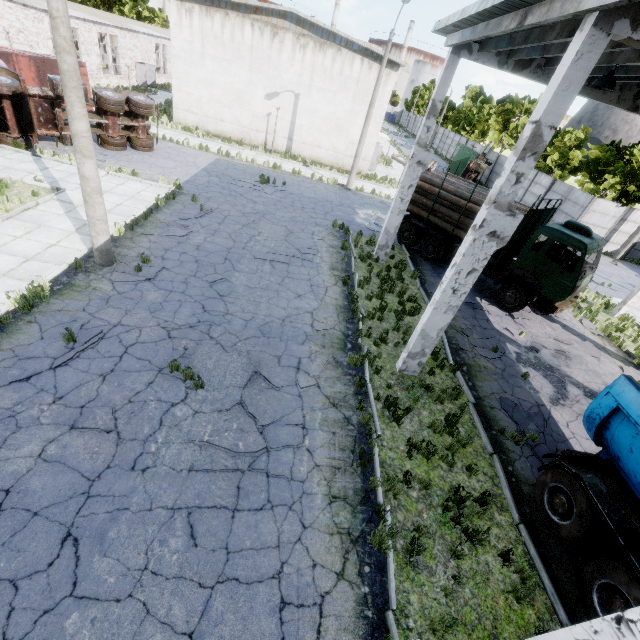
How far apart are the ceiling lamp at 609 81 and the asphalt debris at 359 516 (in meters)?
10.88

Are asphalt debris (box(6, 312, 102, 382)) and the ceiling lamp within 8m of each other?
no

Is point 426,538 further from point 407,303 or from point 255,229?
point 255,229

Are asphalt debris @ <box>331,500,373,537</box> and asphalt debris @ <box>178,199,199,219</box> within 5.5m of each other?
no

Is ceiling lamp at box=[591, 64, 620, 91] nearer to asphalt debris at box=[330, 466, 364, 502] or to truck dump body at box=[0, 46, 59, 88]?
asphalt debris at box=[330, 466, 364, 502]

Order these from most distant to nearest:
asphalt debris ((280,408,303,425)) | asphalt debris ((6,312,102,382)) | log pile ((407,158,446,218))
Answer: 1. log pile ((407,158,446,218))
2. asphalt debris ((280,408,303,425))
3. asphalt debris ((6,312,102,382))

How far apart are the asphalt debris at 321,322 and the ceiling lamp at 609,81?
8.6m

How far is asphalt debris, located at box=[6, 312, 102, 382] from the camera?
6.5m
